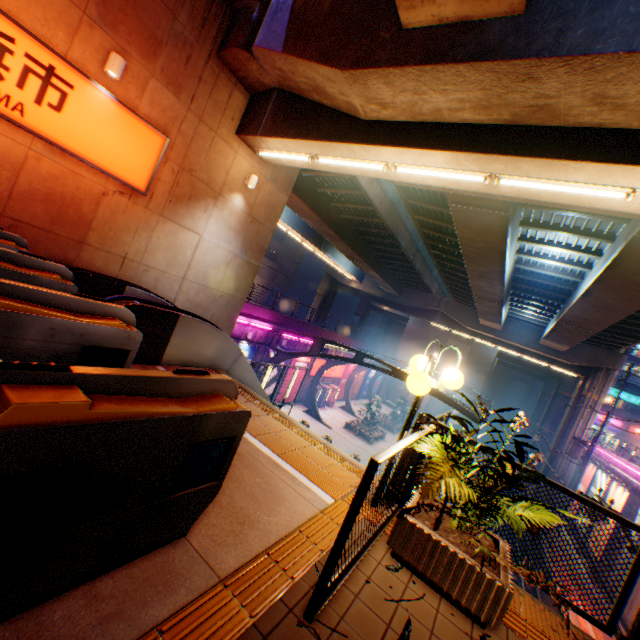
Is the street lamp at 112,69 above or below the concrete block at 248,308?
above

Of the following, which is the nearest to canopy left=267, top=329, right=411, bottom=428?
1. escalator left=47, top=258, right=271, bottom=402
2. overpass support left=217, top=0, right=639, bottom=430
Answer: escalator left=47, top=258, right=271, bottom=402

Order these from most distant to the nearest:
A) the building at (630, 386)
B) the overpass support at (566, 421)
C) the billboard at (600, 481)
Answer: the building at (630, 386) < the overpass support at (566, 421) < the billboard at (600, 481)

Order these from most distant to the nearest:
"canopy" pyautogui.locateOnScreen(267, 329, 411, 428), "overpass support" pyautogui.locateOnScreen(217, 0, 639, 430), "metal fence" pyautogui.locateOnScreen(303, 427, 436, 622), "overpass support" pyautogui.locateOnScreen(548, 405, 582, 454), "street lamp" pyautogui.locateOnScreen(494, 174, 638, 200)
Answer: "overpass support" pyautogui.locateOnScreen(548, 405, 582, 454) < "canopy" pyautogui.locateOnScreen(267, 329, 411, 428) < "street lamp" pyautogui.locateOnScreen(494, 174, 638, 200) < "overpass support" pyautogui.locateOnScreen(217, 0, 639, 430) < "metal fence" pyautogui.locateOnScreen(303, 427, 436, 622)

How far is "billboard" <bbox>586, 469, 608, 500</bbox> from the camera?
21.9 meters

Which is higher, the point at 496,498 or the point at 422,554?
the point at 496,498

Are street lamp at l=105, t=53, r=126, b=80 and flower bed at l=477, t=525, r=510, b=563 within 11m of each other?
yes

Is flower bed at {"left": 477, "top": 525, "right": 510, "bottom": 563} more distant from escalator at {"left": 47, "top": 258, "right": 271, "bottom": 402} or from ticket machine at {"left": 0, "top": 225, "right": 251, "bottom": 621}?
escalator at {"left": 47, "top": 258, "right": 271, "bottom": 402}
